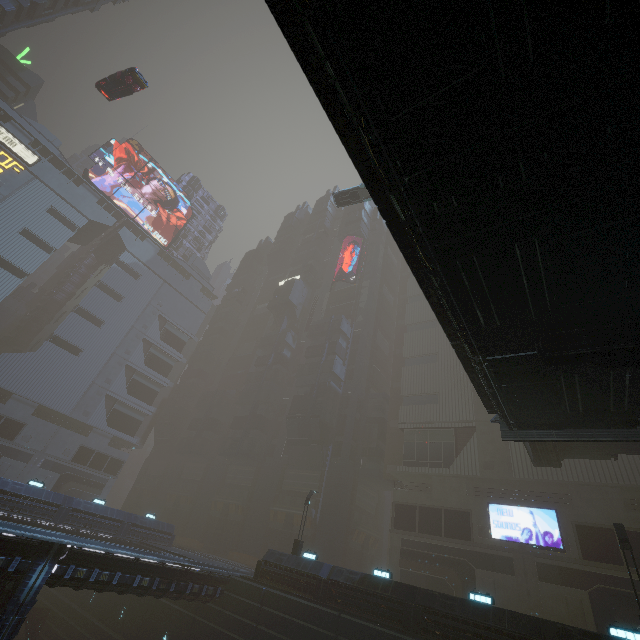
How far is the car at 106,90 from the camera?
28.7m

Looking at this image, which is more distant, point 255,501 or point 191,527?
point 191,527

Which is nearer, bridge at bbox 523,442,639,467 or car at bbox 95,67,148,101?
bridge at bbox 523,442,639,467

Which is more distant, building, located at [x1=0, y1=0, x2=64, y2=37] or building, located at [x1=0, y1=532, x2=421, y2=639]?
building, located at [x1=0, y1=0, x2=64, y2=37]

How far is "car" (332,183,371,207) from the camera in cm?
3144

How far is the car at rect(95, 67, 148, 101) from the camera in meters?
28.7

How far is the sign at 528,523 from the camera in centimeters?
2656cm

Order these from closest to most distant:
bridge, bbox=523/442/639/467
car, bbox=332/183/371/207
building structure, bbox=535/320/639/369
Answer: building structure, bbox=535/320/639/369 → bridge, bbox=523/442/639/467 → car, bbox=332/183/371/207
